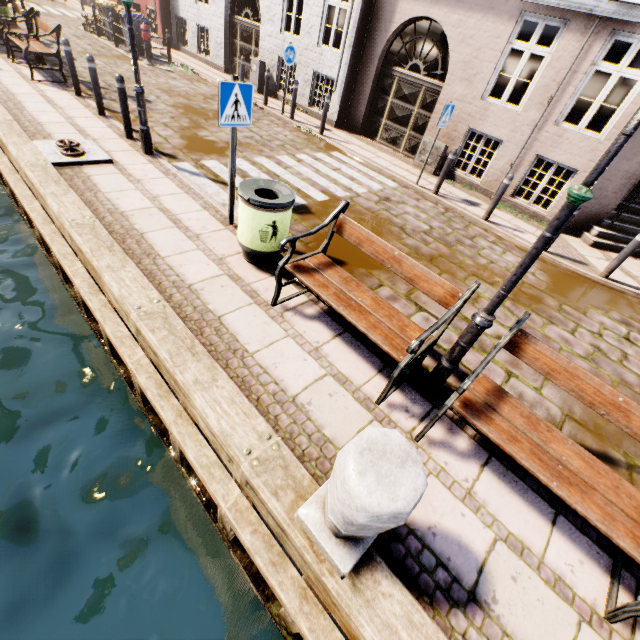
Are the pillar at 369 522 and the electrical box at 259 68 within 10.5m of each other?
no

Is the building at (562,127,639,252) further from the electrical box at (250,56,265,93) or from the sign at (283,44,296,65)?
the sign at (283,44,296,65)

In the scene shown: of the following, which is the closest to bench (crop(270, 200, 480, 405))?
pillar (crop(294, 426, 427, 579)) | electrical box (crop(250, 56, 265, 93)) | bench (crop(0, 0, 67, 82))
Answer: pillar (crop(294, 426, 427, 579))

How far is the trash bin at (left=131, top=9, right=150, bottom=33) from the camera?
12.9m

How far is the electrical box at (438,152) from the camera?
9.47m

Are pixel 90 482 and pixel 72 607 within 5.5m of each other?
yes

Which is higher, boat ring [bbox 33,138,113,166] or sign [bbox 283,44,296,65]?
sign [bbox 283,44,296,65]

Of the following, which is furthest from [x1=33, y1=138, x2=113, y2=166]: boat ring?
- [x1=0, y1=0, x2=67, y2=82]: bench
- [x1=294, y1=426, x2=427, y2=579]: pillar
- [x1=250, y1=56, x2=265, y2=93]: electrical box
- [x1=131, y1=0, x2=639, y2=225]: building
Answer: [x1=250, y1=56, x2=265, y2=93]: electrical box
